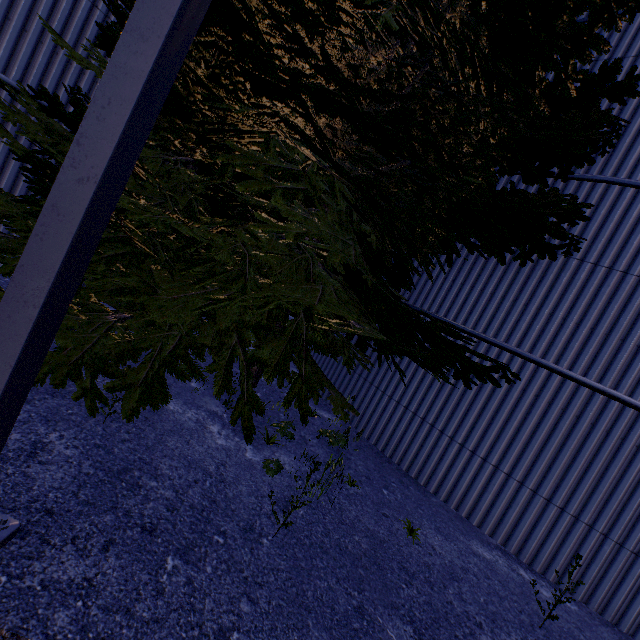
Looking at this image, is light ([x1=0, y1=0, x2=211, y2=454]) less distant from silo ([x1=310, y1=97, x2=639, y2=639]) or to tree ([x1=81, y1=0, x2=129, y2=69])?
tree ([x1=81, y1=0, x2=129, y2=69])

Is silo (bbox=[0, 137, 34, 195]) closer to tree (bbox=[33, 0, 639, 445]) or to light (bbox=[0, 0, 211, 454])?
tree (bbox=[33, 0, 639, 445])

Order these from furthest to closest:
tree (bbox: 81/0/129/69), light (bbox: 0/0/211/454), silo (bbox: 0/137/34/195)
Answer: silo (bbox: 0/137/34/195)
tree (bbox: 81/0/129/69)
light (bbox: 0/0/211/454)

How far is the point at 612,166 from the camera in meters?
5.2

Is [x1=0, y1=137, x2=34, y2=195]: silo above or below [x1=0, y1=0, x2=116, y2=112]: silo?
below

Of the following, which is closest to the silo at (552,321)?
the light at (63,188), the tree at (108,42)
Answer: the tree at (108,42)

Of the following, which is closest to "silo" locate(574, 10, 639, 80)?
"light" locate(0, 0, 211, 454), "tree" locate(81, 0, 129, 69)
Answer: "tree" locate(81, 0, 129, 69)

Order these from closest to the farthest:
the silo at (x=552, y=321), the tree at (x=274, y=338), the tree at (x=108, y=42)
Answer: the tree at (x=274, y=338) < the tree at (x=108, y=42) < the silo at (x=552, y=321)
